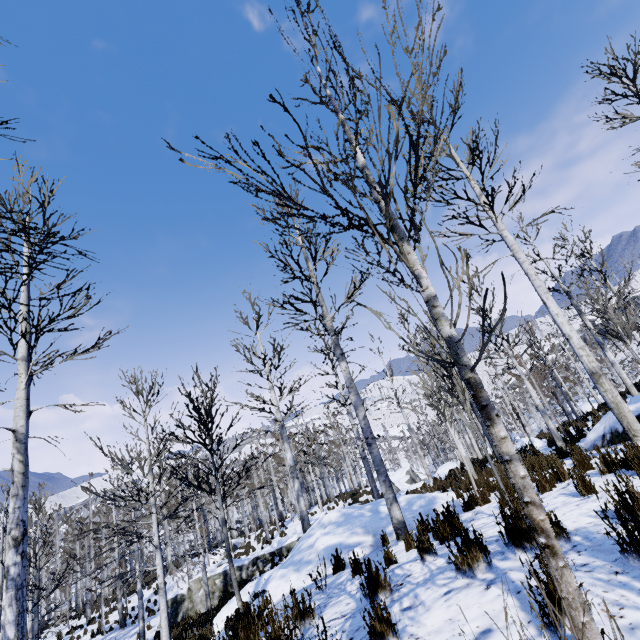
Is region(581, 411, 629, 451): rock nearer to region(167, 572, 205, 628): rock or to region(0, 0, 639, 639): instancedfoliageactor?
region(0, 0, 639, 639): instancedfoliageactor

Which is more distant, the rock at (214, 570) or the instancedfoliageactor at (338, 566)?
the rock at (214, 570)

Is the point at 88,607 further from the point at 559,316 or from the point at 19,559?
the point at 559,316

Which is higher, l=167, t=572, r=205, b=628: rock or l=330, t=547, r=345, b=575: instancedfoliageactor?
l=330, t=547, r=345, b=575: instancedfoliageactor

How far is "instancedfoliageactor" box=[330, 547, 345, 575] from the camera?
5.94m

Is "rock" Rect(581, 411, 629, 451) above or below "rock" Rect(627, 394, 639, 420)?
below

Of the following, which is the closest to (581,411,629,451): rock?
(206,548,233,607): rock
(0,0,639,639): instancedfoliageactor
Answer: (0,0,639,639): instancedfoliageactor

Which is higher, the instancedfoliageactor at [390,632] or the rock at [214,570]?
the instancedfoliageactor at [390,632]
